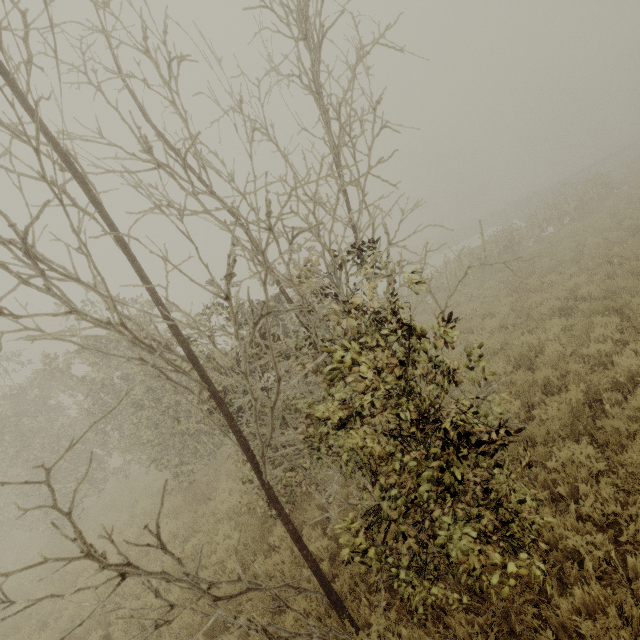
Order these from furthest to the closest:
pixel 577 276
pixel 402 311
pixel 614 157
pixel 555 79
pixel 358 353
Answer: pixel 555 79, pixel 614 157, pixel 402 311, pixel 577 276, pixel 358 353
